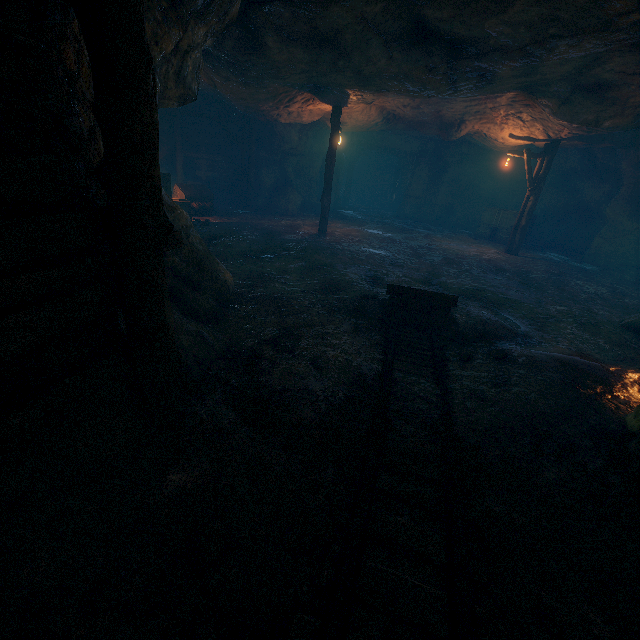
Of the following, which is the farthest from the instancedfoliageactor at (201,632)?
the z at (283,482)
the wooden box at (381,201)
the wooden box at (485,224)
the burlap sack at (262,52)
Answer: the wooden box at (381,201)

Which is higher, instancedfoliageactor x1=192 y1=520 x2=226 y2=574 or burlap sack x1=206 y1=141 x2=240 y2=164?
burlap sack x1=206 y1=141 x2=240 y2=164

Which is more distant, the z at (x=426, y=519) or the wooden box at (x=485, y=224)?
the wooden box at (x=485, y=224)

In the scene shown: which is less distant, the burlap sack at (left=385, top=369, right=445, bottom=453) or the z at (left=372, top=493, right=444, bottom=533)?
the z at (left=372, top=493, right=444, bottom=533)

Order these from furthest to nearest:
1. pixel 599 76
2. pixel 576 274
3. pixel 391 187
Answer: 1. pixel 391 187
2. pixel 576 274
3. pixel 599 76

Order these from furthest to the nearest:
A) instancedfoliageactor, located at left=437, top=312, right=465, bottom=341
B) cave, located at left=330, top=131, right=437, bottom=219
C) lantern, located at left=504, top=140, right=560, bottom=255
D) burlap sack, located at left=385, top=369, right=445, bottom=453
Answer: cave, located at left=330, top=131, right=437, bottom=219
lantern, located at left=504, top=140, right=560, bottom=255
instancedfoliageactor, located at left=437, top=312, right=465, bottom=341
burlap sack, located at left=385, top=369, right=445, bottom=453

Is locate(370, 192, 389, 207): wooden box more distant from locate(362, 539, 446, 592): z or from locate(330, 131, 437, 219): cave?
locate(362, 539, 446, 592): z
